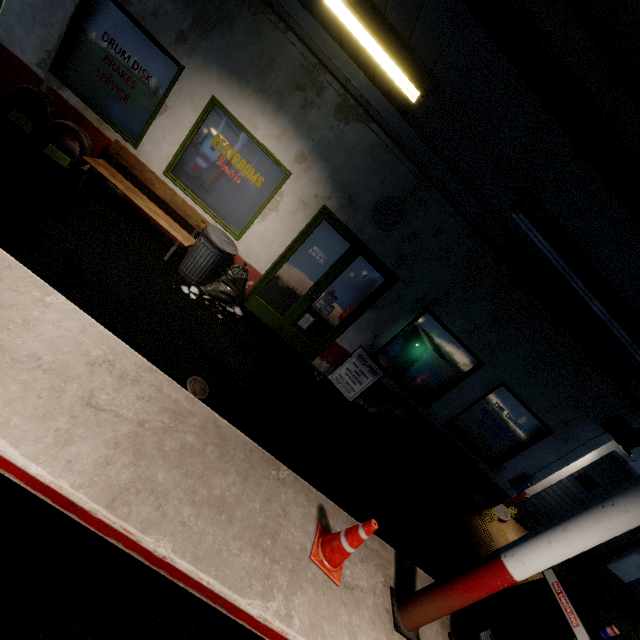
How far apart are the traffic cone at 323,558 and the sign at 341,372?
2.8 meters

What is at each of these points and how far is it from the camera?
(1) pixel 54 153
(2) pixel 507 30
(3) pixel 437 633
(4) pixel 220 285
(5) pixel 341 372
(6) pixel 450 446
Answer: (1) sign, 5.27m
(2) beam, 1.73m
(3) curb, 3.78m
(4) trash bag, 5.86m
(5) sign, 6.46m
(6) bench, 7.05m

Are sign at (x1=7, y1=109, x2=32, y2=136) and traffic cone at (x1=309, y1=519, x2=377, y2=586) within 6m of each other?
no

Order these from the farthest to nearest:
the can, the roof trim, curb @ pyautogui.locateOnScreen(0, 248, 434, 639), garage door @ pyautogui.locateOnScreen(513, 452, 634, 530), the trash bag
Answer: garage door @ pyautogui.locateOnScreen(513, 452, 634, 530) < the trash bag < the roof trim < the can < curb @ pyautogui.locateOnScreen(0, 248, 434, 639)

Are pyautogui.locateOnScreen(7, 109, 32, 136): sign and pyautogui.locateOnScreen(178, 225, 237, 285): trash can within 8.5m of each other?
yes

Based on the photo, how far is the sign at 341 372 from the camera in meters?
6.3

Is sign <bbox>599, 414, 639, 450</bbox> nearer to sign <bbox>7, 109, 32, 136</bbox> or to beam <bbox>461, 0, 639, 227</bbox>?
beam <bbox>461, 0, 639, 227</bbox>

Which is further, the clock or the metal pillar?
the clock
